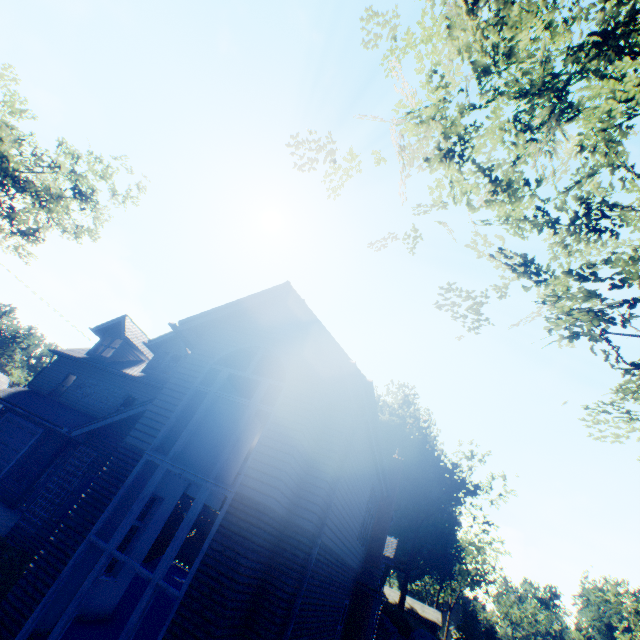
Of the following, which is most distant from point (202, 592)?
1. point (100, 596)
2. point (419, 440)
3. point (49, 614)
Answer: point (419, 440)

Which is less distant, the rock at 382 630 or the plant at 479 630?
the plant at 479 630

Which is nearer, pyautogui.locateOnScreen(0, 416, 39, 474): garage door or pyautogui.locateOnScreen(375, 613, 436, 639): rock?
pyautogui.locateOnScreen(0, 416, 39, 474): garage door

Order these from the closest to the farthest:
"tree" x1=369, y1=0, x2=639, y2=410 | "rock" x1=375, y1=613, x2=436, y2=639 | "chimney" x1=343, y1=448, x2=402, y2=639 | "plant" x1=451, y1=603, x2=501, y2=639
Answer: "tree" x1=369, y1=0, x2=639, y2=410 < "chimney" x1=343, y1=448, x2=402, y2=639 < "plant" x1=451, y1=603, x2=501, y2=639 < "rock" x1=375, y1=613, x2=436, y2=639

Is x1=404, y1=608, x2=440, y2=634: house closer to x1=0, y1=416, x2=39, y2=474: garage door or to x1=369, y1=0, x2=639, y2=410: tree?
x1=369, y1=0, x2=639, y2=410: tree

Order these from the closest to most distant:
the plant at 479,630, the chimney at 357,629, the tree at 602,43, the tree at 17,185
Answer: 1. the tree at 602,43
2. the chimney at 357,629
3. the tree at 17,185
4. the plant at 479,630

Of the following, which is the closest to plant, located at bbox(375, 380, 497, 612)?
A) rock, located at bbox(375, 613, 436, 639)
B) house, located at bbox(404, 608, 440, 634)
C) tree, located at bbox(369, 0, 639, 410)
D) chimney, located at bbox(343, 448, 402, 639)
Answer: tree, located at bbox(369, 0, 639, 410)

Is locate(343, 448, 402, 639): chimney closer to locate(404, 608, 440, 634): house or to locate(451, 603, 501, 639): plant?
locate(451, 603, 501, 639): plant
